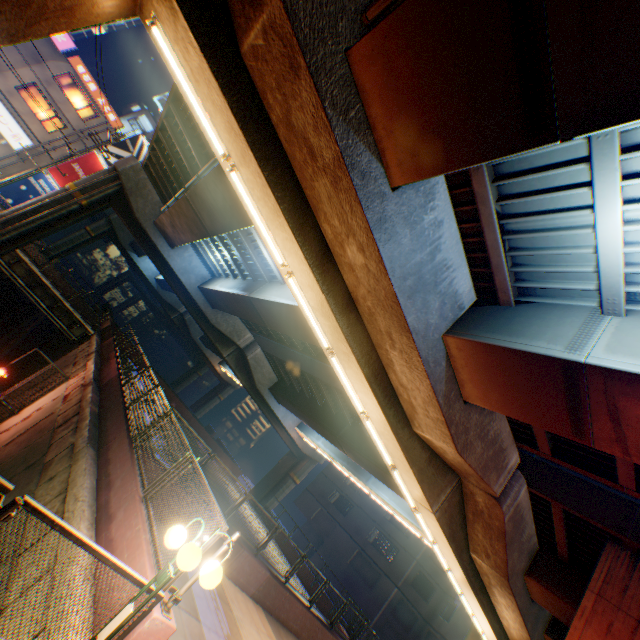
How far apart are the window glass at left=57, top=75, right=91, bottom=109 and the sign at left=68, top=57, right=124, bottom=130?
0.5m

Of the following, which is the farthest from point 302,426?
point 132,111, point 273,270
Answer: point 132,111

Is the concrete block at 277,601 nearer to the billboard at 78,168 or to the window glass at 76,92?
the billboard at 78,168

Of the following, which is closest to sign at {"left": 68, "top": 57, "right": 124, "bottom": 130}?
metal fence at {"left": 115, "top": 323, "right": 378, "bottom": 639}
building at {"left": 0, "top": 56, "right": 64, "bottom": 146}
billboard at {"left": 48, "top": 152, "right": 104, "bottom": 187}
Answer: building at {"left": 0, "top": 56, "right": 64, "bottom": 146}

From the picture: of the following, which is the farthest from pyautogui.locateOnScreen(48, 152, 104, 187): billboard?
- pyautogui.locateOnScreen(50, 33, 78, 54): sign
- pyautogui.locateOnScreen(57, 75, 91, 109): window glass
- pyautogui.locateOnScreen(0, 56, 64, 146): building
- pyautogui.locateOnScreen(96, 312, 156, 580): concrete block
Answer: pyautogui.locateOnScreen(96, 312, 156, 580): concrete block

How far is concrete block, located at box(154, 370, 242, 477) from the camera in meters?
32.1

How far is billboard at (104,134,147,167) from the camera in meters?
31.3 m

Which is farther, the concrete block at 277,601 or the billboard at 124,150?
the billboard at 124,150
